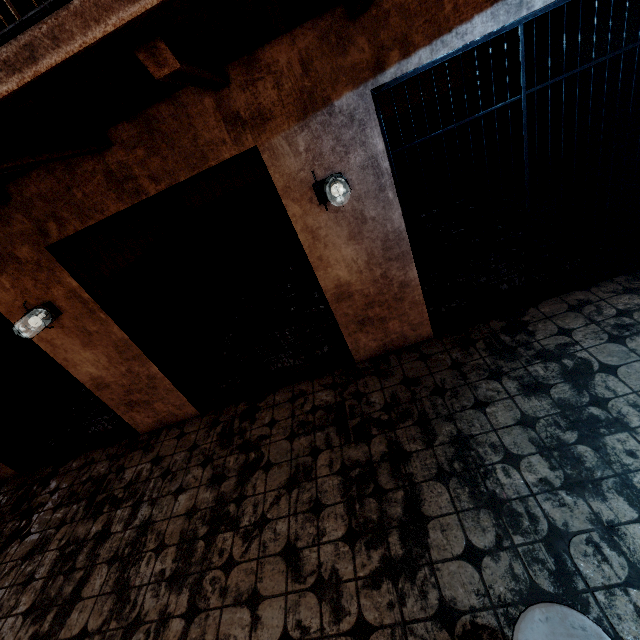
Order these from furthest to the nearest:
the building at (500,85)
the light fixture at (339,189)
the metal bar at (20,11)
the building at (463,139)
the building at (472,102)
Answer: the building at (463,139), the building at (472,102), the building at (500,85), the light fixture at (339,189), the metal bar at (20,11)

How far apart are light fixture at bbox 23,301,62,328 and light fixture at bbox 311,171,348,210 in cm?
272

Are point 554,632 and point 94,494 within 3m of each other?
no

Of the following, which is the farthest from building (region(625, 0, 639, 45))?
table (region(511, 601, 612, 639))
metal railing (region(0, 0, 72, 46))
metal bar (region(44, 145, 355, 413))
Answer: table (region(511, 601, 612, 639))

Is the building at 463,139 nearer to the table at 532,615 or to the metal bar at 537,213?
the metal bar at 537,213

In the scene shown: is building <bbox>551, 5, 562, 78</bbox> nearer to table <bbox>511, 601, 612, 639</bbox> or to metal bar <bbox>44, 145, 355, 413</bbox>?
metal bar <bbox>44, 145, 355, 413</bbox>

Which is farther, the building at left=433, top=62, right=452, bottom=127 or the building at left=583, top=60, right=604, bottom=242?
the building at left=433, top=62, right=452, bottom=127

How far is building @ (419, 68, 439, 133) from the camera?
5.2m
